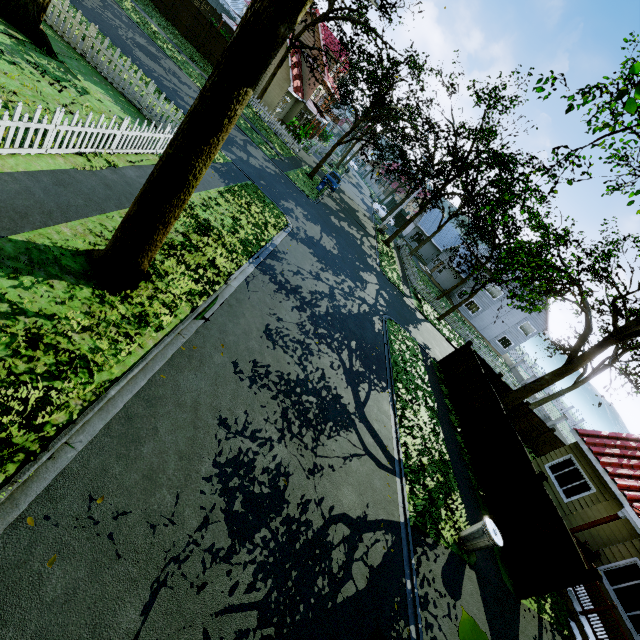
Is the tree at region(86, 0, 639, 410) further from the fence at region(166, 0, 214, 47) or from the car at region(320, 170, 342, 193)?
the car at region(320, 170, 342, 193)

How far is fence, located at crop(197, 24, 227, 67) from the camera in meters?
25.6

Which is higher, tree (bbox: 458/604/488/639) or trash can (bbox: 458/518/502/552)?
tree (bbox: 458/604/488/639)

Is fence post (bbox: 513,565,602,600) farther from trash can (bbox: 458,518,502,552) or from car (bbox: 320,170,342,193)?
car (bbox: 320,170,342,193)

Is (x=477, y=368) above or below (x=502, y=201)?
below

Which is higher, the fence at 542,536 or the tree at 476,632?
the tree at 476,632

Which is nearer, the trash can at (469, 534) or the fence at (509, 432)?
the trash can at (469, 534)
